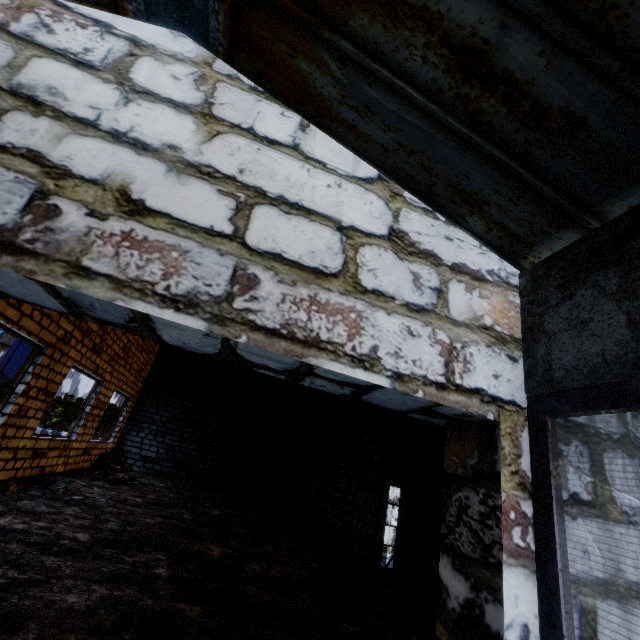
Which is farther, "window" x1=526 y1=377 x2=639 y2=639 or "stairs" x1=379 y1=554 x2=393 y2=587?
"stairs" x1=379 y1=554 x2=393 y2=587

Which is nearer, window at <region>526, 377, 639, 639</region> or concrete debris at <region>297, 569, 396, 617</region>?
window at <region>526, 377, 639, 639</region>

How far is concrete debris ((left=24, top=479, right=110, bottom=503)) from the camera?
7.85m

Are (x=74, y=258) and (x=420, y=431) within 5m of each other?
no

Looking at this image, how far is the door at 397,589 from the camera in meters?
5.6 m

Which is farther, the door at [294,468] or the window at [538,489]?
the door at [294,468]

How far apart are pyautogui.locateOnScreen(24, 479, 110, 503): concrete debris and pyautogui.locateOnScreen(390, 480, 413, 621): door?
7.21m

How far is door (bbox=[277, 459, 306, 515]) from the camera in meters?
14.6
